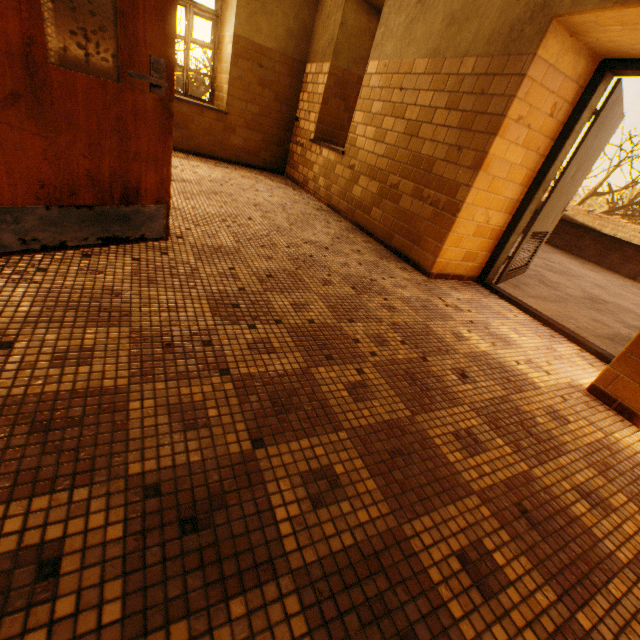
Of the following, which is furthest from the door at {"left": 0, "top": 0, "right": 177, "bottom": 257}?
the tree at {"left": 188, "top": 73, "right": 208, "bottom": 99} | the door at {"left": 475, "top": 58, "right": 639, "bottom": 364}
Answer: the tree at {"left": 188, "top": 73, "right": 208, "bottom": 99}

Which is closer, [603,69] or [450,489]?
[450,489]

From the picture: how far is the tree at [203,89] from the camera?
22.4m

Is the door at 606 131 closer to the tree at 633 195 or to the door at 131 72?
the door at 131 72

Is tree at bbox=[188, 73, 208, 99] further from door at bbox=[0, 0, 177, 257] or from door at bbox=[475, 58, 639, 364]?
door at bbox=[0, 0, 177, 257]

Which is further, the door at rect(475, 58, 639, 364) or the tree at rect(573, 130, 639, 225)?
the tree at rect(573, 130, 639, 225)

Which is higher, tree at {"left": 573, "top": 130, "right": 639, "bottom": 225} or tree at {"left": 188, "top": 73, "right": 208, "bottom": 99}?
tree at {"left": 573, "top": 130, "right": 639, "bottom": 225}

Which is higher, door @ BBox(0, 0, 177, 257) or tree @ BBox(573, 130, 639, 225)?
tree @ BBox(573, 130, 639, 225)
